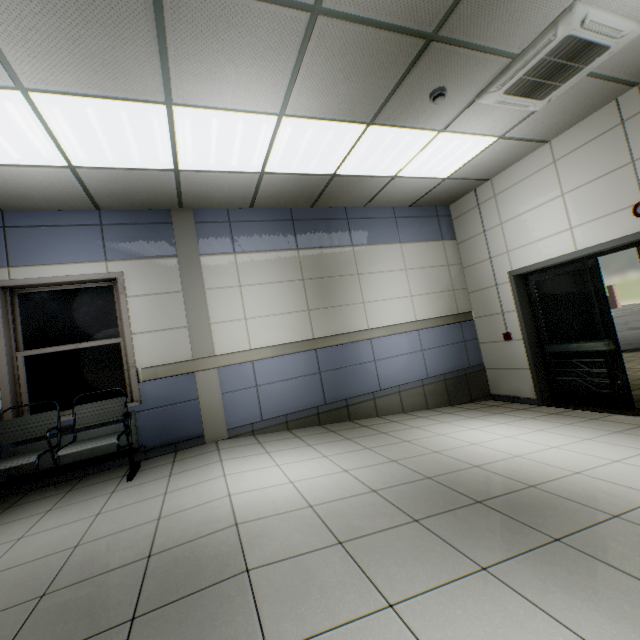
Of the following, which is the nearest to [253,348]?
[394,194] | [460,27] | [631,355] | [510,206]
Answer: [394,194]

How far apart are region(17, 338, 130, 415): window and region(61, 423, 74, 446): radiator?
0.2 meters

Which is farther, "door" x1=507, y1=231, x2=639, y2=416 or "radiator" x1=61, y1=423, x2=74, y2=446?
"door" x1=507, y1=231, x2=639, y2=416

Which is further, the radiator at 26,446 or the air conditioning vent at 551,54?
the radiator at 26,446

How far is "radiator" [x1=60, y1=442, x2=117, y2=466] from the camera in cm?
366

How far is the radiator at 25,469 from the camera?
3.5 meters

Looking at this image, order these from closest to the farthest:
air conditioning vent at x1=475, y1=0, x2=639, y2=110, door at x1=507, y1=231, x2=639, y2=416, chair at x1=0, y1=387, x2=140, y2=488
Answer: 1. air conditioning vent at x1=475, y1=0, x2=639, y2=110
2. chair at x1=0, y1=387, x2=140, y2=488
3. door at x1=507, y1=231, x2=639, y2=416
